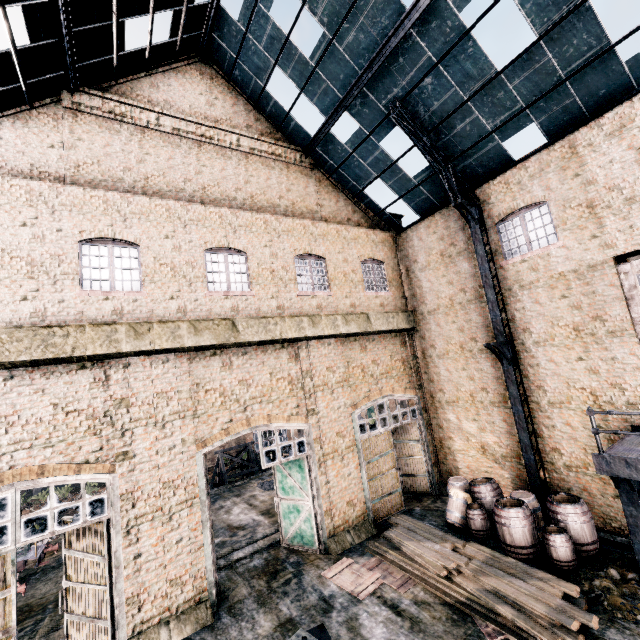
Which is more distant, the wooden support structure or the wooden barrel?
the wooden support structure

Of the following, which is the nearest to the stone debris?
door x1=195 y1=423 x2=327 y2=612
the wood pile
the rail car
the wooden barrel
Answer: the wooden barrel

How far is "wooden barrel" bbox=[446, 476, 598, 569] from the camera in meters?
9.6

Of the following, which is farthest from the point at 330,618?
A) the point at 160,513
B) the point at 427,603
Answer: the point at 160,513

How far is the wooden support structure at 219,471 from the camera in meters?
25.8 m

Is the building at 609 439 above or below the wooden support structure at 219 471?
above

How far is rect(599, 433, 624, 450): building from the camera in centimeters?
1033cm

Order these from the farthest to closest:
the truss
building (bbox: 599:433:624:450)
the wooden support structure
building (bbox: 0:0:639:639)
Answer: the wooden support structure → the truss → building (bbox: 599:433:624:450) → building (bbox: 0:0:639:639)
